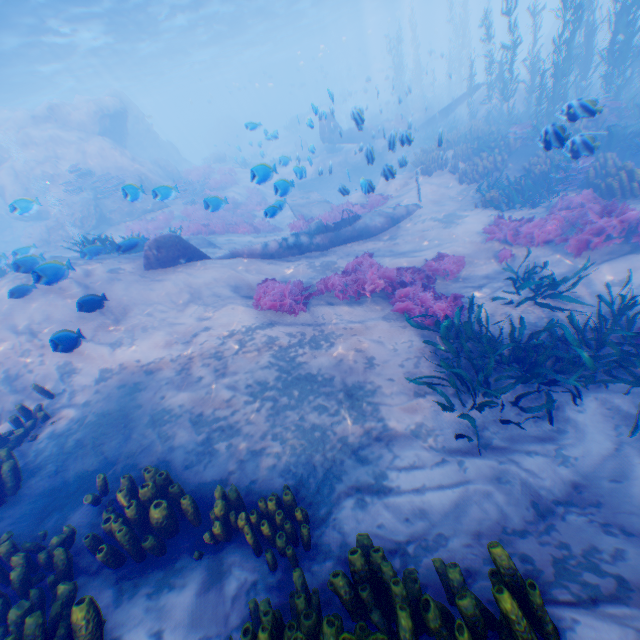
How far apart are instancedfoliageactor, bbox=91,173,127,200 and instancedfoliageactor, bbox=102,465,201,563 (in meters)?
18.42

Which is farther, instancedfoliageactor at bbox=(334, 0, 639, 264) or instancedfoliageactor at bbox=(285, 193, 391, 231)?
instancedfoliageactor at bbox=(285, 193, 391, 231)

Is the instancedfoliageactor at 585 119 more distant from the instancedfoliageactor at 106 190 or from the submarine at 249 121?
the instancedfoliageactor at 106 190

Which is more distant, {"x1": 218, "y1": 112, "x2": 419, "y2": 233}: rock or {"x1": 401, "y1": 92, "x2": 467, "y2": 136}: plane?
{"x1": 401, "y1": 92, "x2": 467, "y2": 136}: plane

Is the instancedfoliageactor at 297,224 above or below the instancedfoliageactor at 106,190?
below

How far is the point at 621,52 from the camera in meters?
11.7

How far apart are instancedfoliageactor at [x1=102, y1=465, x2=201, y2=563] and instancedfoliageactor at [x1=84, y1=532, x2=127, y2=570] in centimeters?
23cm

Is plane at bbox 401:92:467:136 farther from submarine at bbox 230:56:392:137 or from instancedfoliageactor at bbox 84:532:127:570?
submarine at bbox 230:56:392:137
